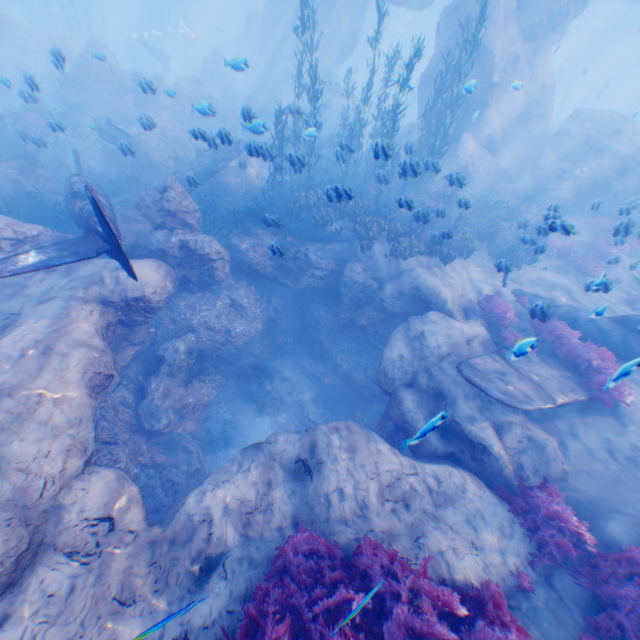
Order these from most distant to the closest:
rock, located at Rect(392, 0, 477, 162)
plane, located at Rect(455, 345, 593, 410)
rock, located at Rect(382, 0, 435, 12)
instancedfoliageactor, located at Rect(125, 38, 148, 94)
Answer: rock, located at Rect(382, 0, 435, 12) < rock, located at Rect(392, 0, 477, 162) < instancedfoliageactor, located at Rect(125, 38, 148, 94) < plane, located at Rect(455, 345, 593, 410)

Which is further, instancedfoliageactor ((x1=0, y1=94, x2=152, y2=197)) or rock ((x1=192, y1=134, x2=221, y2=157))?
instancedfoliageactor ((x1=0, y1=94, x2=152, y2=197))

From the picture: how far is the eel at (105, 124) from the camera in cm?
1086

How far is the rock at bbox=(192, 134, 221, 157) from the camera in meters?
8.5 m

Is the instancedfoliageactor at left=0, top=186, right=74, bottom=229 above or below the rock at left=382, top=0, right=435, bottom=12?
below

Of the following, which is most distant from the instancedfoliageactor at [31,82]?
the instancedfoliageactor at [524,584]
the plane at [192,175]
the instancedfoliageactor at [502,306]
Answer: the instancedfoliageactor at [524,584]

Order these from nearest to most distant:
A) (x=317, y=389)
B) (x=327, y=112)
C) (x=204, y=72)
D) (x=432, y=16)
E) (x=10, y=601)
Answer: (x=10, y=601), (x=317, y=389), (x=327, y=112), (x=204, y=72), (x=432, y=16)
